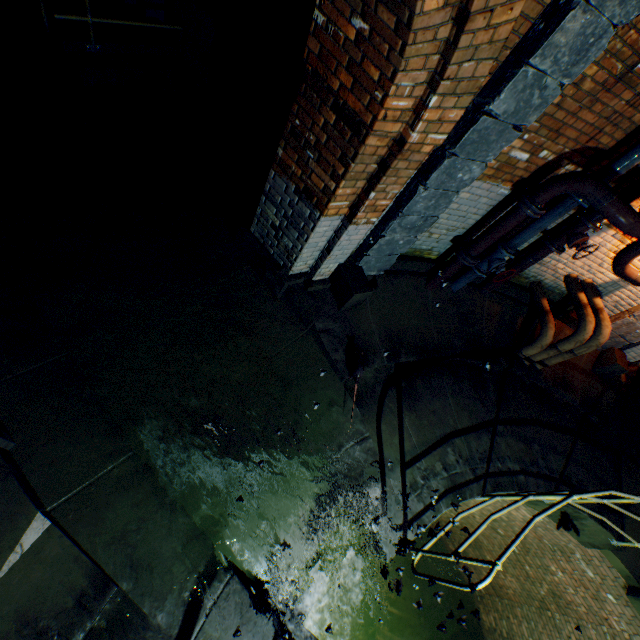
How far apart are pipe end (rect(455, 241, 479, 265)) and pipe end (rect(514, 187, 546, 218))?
0.8m

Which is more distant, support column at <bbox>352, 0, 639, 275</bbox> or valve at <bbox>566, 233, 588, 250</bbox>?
valve at <bbox>566, 233, 588, 250</bbox>

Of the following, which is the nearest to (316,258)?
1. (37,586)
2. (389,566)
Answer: (37,586)

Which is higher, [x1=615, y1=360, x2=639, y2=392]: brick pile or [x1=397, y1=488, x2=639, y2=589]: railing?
[x1=397, y1=488, x2=639, y2=589]: railing

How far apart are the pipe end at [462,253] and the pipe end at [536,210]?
0.8m

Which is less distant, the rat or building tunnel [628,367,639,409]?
the rat

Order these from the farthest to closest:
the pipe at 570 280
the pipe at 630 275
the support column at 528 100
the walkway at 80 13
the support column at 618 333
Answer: the support column at 618 333 < the pipe at 570 280 < the pipe at 630 275 < the walkway at 80 13 < the support column at 528 100

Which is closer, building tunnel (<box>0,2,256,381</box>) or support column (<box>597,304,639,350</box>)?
building tunnel (<box>0,2,256,381</box>)
